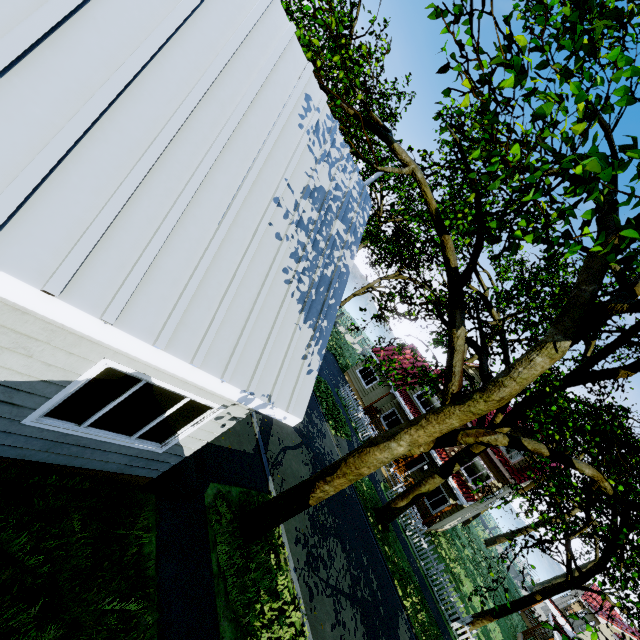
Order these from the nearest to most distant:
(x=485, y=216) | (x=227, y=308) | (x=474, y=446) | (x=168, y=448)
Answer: (x=227, y=308) < (x=168, y=448) < (x=485, y=216) < (x=474, y=446)

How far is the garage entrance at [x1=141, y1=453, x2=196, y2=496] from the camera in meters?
5.9 m

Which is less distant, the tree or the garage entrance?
the tree

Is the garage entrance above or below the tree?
below

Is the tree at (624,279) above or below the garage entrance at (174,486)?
above

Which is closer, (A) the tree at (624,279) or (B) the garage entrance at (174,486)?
(A) the tree at (624,279)
